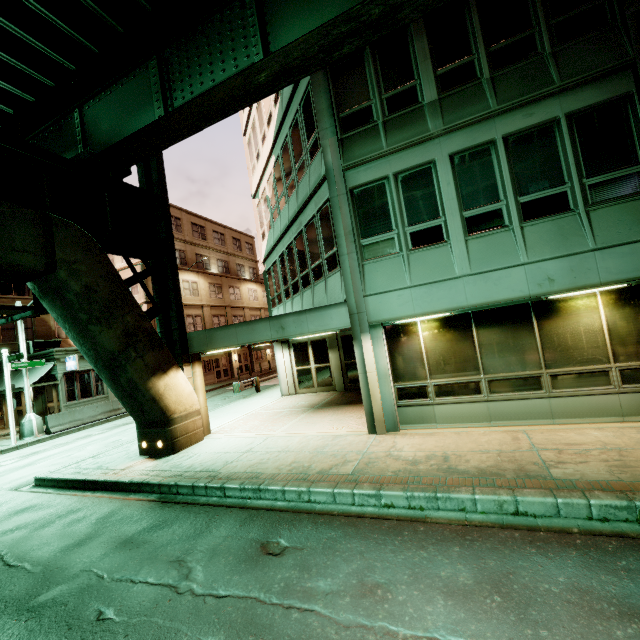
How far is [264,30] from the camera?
7.6 meters

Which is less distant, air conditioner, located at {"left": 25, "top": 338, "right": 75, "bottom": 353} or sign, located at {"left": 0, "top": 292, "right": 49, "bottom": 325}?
sign, located at {"left": 0, "top": 292, "right": 49, "bottom": 325}

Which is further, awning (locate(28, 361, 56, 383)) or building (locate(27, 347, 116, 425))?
building (locate(27, 347, 116, 425))

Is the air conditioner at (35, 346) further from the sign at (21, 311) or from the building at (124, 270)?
the sign at (21, 311)

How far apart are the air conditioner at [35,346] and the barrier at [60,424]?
7.82m

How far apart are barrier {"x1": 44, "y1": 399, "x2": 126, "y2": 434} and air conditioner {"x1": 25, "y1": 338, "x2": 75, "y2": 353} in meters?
7.8 m

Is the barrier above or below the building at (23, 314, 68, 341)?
below

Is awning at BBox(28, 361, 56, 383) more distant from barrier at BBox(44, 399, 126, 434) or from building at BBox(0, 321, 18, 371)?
barrier at BBox(44, 399, 126, 434)
